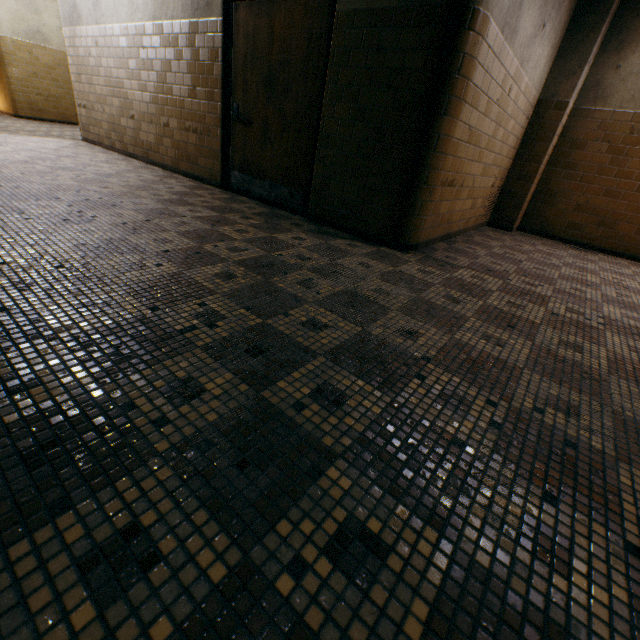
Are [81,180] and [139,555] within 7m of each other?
yes

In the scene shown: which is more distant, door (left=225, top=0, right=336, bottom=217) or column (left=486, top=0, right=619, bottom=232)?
column (left=486, top=0, right=619, bottom=232)

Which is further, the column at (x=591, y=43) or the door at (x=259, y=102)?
the column at (x=591, y=43)
